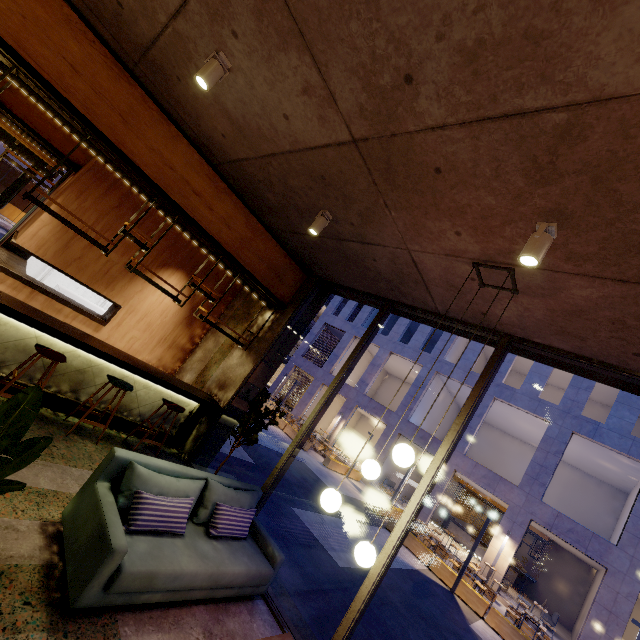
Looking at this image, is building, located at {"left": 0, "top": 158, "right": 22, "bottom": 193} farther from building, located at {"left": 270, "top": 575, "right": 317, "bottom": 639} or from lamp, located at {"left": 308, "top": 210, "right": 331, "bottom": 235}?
lamp, located at {"left": 308, "top": 210, "right": 331, "bottom": 235}

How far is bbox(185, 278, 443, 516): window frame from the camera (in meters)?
5.08

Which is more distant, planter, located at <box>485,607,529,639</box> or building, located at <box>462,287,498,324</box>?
planter, located at <box>485,607,529,639</box>

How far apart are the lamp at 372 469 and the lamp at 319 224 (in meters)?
1.97

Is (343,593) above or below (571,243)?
below

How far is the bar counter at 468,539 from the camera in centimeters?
2125cm

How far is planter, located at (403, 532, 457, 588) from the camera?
11.7m

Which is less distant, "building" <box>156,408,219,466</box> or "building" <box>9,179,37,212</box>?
"building" <box>156,408,219,466</box>
